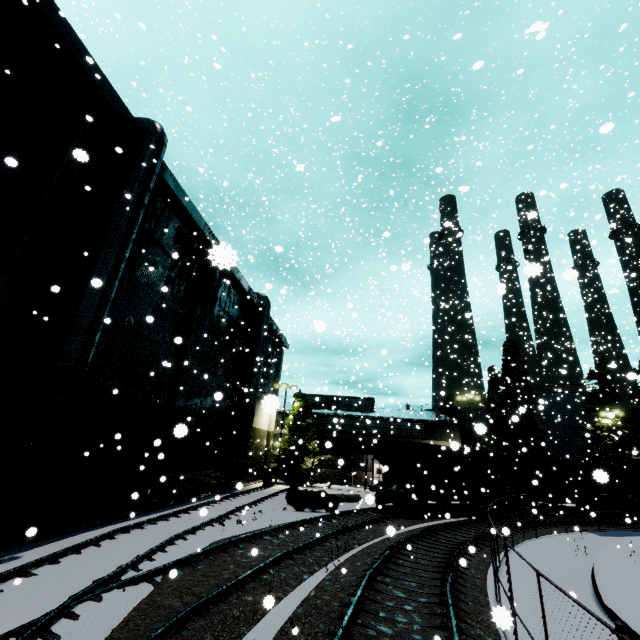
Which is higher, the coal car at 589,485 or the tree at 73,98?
the tree at 73,98

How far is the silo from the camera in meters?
40.9

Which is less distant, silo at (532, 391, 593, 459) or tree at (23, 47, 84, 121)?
tree at (23, 47, 84, 121)

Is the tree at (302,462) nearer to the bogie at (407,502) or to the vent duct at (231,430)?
the vent duct at (231,430)

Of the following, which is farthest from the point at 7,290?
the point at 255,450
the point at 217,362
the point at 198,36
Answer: the point at 255,450

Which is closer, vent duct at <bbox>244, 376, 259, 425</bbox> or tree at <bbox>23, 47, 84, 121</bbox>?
tree at <bbox>23, 47, 84, 121</bbox>

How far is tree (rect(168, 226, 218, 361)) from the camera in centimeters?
1812cm

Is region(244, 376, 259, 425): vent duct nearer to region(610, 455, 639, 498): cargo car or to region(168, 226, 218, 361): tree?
region(168, 226, 218, 361): tree
